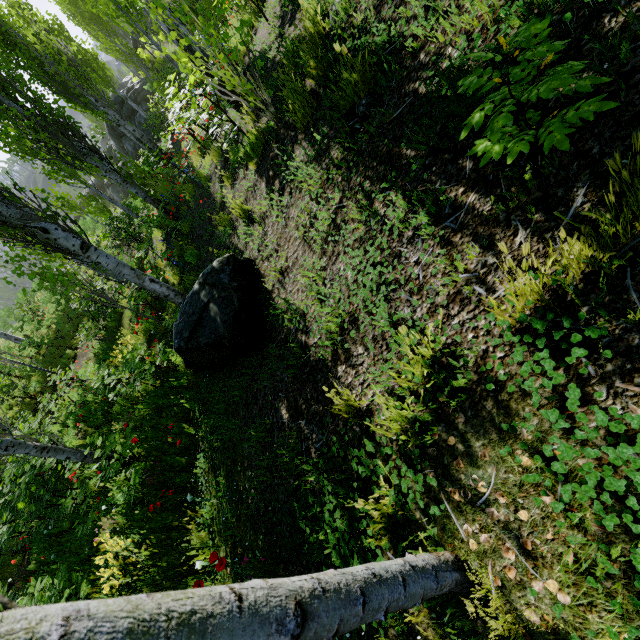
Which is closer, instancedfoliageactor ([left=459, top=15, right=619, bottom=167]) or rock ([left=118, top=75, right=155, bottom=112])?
instancedfoliageactor ([left=459, top=15, right=619, bottom=167])

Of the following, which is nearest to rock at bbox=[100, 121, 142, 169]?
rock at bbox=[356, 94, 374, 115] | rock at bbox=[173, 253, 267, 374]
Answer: rock at bbox=[173, 253, 267, 374]

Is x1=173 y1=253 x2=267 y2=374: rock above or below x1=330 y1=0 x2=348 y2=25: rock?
below

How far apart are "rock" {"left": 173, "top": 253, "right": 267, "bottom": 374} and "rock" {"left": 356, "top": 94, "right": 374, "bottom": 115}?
2.11m

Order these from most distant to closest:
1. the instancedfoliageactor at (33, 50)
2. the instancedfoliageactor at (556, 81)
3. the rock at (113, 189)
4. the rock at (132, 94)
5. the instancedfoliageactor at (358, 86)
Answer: the rock at (113, 189) < the rock at (132, 94) < the instancedfoliageactor at (358, 86) < the instancedfoliageactor at (556, 81) < the instancedfoliageactor at (33, 50)

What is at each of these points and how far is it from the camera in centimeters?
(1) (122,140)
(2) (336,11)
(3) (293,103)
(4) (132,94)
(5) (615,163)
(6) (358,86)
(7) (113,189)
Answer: (1) rock, 2666cm
(2) rock, 342cm
(3) instancedfoliageactor, 370cm
(4) rock, 2509cm
(5) instancedfoliageactor, 104cm
(6) instancedfoliageactor, 284cm
(7) rock, 3197cm

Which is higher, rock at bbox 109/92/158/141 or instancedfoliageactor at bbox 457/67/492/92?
rock at bbox 109/92/158/141

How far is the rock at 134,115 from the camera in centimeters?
2530cm
